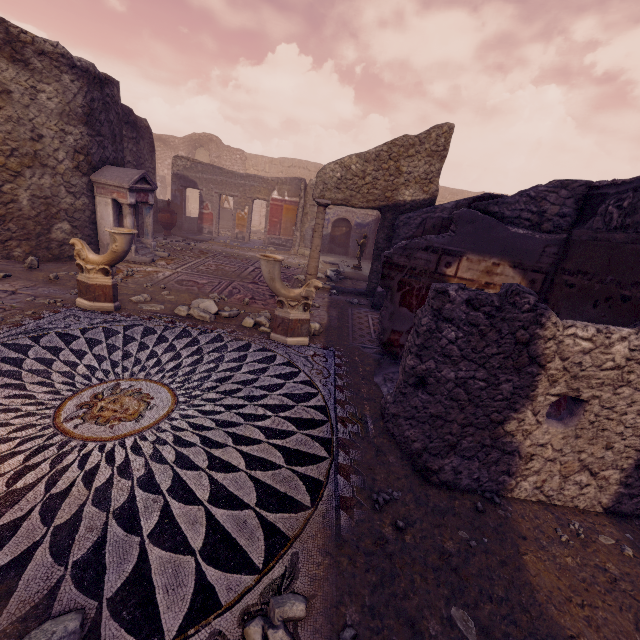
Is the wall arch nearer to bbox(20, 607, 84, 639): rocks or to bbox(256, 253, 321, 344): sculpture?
bbox(256, 253, 321, 344): sculpture

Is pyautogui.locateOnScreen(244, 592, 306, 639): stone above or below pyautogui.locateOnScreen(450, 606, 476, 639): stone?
above

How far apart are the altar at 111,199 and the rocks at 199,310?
2.8 meters

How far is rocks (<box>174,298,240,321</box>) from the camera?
5.3m

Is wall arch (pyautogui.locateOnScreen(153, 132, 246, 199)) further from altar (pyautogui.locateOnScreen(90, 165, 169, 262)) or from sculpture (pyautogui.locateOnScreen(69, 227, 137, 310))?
sculpture (pyautogui.locateOnScreen(69, 227, 137, 310))

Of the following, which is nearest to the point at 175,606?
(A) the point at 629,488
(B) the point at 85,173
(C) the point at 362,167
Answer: (A) the point at 629,488

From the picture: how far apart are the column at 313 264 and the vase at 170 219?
6.8m

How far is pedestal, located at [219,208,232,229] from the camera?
18.5m
